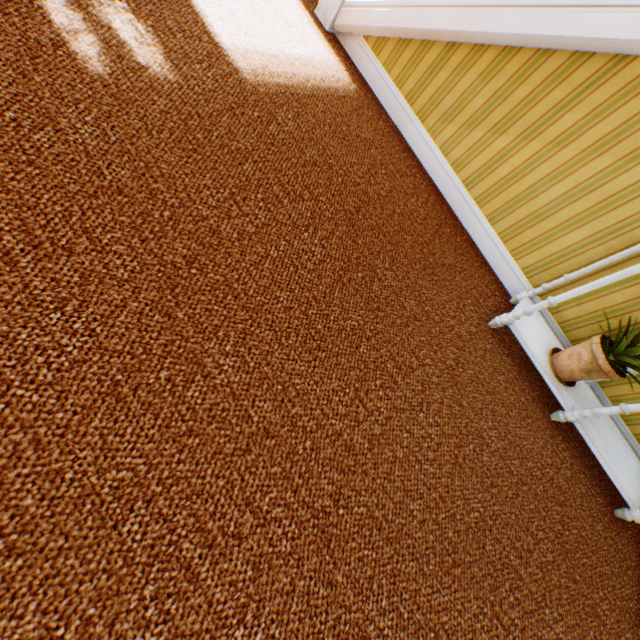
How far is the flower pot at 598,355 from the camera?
1.9 meters

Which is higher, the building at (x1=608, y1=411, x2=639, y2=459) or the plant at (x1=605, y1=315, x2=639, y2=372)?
the plant at (x1=605, y1=315, x2=639, y2=372)

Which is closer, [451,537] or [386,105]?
[451,537]

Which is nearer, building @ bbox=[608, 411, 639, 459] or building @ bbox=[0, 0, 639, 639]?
building @ bbox=[0, 0, 639, 639]

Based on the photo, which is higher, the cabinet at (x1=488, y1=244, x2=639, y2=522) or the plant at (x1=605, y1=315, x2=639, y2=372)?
the plant at (x1=605, y1=315, x2=639, y2=372)

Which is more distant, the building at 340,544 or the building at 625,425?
the building at 625,425

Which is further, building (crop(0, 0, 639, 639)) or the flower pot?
the flower pot

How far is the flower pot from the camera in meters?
1.9
